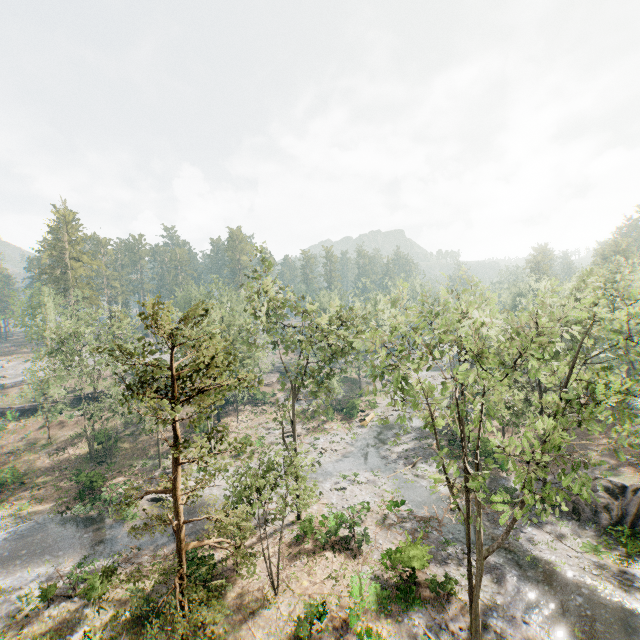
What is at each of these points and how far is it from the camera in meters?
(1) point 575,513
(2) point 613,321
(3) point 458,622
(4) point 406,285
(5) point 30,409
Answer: (1) rock, 25.6 m
(2) foliage, 37.9 m
(3) foliage, 17.7 m
(4) foliage, 20.6 m
(5) ground embankment, 50.3 m

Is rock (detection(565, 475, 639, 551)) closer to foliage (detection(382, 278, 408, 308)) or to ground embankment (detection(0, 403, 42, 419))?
foliage (detection(382, 278, 408, 308))

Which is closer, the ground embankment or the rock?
the rock

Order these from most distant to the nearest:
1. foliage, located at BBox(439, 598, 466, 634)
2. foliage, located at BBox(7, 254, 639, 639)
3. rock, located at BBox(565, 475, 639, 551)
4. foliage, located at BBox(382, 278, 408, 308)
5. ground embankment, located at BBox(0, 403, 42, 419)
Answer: ground embankment, located at BBox(0, 403, 42, 419), rock, located at BBox(565, 475, 639, 551), foliage, located at BBox(382, 278, 408, 308), foliage, located at BBox(439, 598, 466, 634), foliage, located at BBox(7, 254, 639, 639)

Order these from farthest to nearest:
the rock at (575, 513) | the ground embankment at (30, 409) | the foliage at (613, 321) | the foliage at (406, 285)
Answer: the ground embankment at (30, 409) < the rock at (575, 513) < the foliage at (406, 285) < the foliage at (613, 321)

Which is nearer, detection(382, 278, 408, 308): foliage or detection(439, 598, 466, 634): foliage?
detection(439, 598, 466, 634): foliage

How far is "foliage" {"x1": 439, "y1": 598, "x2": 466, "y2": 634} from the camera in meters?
17.4 m

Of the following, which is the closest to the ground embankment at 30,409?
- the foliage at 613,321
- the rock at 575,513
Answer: the foliage at 613,321
